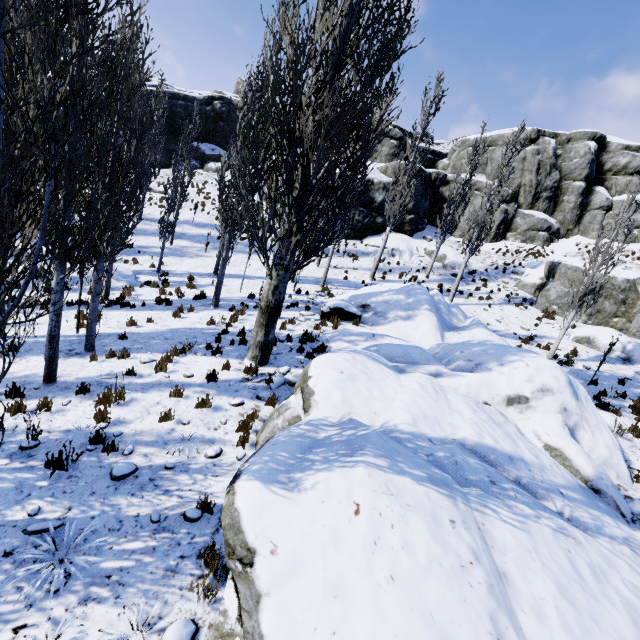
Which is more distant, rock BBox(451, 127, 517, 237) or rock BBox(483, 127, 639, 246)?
rock BBox(451, 127, 517, 237)

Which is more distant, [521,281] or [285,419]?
[521,281]

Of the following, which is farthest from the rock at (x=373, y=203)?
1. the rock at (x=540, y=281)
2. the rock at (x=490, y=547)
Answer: the rock at (x=490, y=547)

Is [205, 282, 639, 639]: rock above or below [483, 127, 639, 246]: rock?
below

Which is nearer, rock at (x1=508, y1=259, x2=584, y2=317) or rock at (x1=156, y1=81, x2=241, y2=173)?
rock at (x1=508, y1=259, x2=584, y2=317)

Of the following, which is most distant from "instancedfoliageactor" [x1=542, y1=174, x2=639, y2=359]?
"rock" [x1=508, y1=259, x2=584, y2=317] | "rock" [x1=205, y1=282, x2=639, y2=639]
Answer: "rock" [x1=508, y1=259, x2=584, y2=317]

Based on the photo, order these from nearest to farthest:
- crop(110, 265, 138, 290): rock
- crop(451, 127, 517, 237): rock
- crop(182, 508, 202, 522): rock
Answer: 1. crop(182, 508, 202, 522): rock
2. crop(110, 265, 138, 290): rock
3. crop(451, 127, 517, 237): rock

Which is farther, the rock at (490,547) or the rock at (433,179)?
the rock at (433,179)
